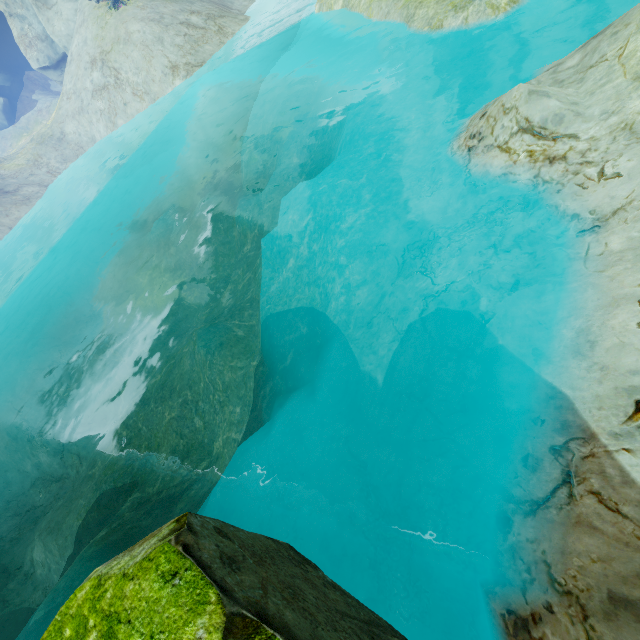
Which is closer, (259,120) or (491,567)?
(491,567)
